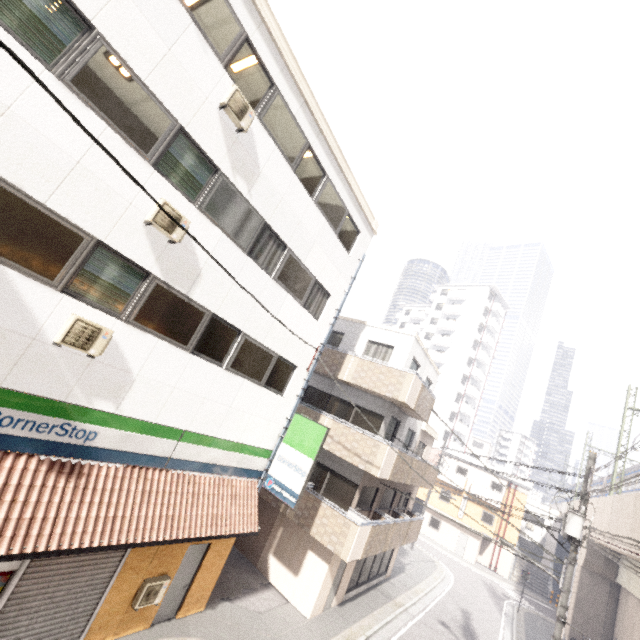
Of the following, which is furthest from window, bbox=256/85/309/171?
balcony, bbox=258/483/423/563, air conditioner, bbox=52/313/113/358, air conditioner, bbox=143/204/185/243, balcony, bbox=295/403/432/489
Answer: balcony, bbox=258/483/423/563

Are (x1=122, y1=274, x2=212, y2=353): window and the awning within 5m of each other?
no

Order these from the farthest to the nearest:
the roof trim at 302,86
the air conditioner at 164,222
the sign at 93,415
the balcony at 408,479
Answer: the balcony at 408,479, the roof trim at 302,86, the air conditioner at 164,222, the sign at 93,415

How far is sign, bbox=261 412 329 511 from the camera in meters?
10.2

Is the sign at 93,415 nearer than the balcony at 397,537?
Yes

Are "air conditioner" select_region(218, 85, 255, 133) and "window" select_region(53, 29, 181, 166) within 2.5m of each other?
yes

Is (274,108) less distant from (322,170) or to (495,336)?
(322,170)

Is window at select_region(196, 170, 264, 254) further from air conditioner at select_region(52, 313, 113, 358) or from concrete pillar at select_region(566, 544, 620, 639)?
concrete pillar at select_region(566, 544, 620, 639)
